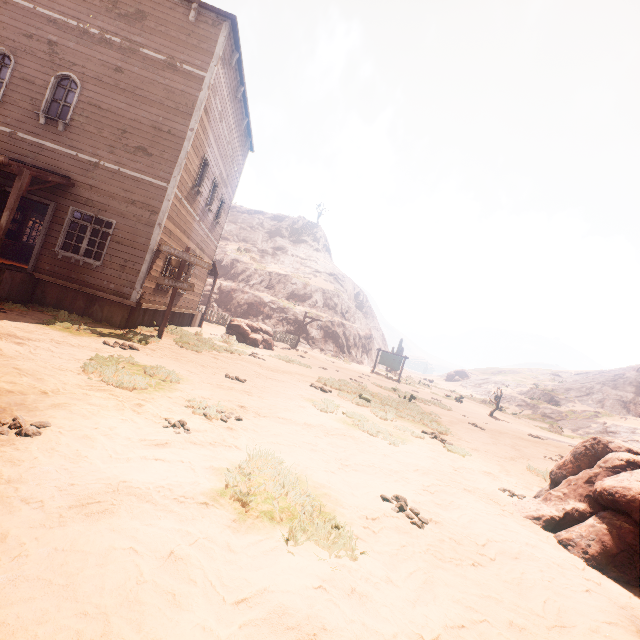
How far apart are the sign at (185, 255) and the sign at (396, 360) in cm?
1921

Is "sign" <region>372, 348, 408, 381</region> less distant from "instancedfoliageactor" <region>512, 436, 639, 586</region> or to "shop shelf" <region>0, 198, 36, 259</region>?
"instancedfoliageactor" <region>512, 436, 639, 586</region>

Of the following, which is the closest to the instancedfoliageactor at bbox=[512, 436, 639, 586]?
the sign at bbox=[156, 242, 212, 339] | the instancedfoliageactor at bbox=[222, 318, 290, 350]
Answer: the sign at bbox=[156, 242, 212, 339]

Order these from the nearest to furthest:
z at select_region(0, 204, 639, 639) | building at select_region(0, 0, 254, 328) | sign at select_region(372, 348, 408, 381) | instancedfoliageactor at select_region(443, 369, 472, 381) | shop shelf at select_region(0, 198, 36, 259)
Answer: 1. z at select_region(0, 204, 639, 639)
2. building at select_region(0, 0, 254, 328)
3. shop shelf at select_region(0, 198, 36, 259)
4. sign at select_region(372, 348, 408, 381)
5. instancedfoliageactor at select_region(443, 369, 472, 381)

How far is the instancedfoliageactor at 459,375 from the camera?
53.5 meters

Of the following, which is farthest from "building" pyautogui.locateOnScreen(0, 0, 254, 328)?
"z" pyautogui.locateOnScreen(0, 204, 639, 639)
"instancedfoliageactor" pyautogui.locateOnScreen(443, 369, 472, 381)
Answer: "instancedfoliageactor" pyautogui.locateOnScreen(443, 369, 472, 381)

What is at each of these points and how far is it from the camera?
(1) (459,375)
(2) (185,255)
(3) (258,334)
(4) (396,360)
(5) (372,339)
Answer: (1) instancedfoliageactor, 54.3 meters
(2) sign, 10.6 meters
(3) instancedfoliageactor, 18.6 meters
(4) sign, 26.9 meters
(5) z, 35.2 meters

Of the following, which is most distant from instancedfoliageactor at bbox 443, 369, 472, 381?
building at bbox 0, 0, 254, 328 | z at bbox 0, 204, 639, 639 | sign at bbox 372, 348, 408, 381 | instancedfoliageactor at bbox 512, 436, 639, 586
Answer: instancedfoliageactor at bbox 512, 436, 639, 586
